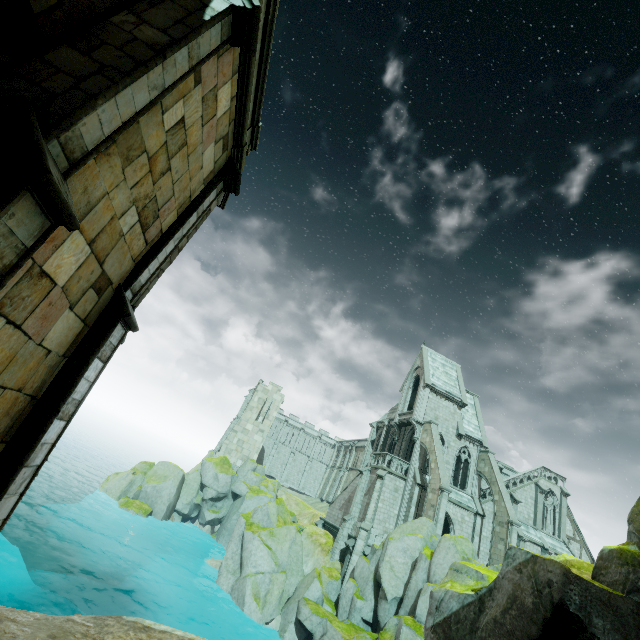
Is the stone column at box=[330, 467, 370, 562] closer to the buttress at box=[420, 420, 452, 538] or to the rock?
the rock

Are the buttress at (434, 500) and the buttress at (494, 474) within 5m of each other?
no

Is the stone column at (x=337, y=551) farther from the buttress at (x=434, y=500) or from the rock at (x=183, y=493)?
the buttress at (x=434, y=500)

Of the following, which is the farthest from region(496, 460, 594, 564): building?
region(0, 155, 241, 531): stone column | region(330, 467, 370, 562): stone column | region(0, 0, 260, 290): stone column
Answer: region(0, 0, 260, 290): stone column

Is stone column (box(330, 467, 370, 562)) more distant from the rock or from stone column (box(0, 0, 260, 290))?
stone column (box(0, 0, 260, 290))

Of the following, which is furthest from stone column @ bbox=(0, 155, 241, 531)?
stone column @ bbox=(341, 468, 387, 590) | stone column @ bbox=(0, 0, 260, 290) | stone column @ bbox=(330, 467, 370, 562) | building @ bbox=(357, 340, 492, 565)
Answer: stone column @ bbox=(330, 467, 370, 562)

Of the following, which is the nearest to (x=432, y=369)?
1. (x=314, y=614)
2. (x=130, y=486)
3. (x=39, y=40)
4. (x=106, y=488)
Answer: (x=314, y=614)

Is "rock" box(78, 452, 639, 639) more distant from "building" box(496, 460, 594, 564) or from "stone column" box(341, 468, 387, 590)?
"stone column" box(341, 468, 387, 590)
